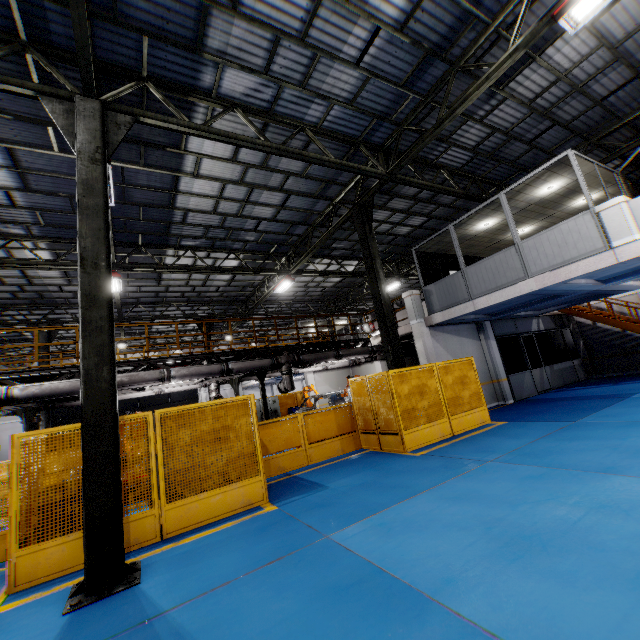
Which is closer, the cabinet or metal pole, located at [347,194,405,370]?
metal pole, located at [347,194,405,370]

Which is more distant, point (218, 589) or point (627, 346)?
point (627, 346)

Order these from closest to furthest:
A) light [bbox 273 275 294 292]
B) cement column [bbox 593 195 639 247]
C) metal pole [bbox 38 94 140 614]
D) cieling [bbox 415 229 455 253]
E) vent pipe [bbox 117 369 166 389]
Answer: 1. metal pole [bbox 38 94 140 614]
2. cement column [bbox 593 195 639 247]
3. vent pipe [bbox 117 369 166 389]
4. cieling [bbox 415 229 455 253]
5. light [bbox 273 275 294 292]

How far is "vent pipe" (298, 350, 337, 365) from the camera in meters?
13.6 m

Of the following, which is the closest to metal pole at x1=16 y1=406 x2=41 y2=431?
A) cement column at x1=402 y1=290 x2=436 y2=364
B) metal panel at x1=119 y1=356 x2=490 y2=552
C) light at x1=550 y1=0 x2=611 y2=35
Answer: metal panel at x1=119 y1=356 x2=490 y2=552

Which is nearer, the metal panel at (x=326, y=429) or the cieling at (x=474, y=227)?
the metal panel at (x=326, y=429)

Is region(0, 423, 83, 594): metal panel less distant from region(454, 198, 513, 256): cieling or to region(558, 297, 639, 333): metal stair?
region(454, 198, 513, 256): cieling
